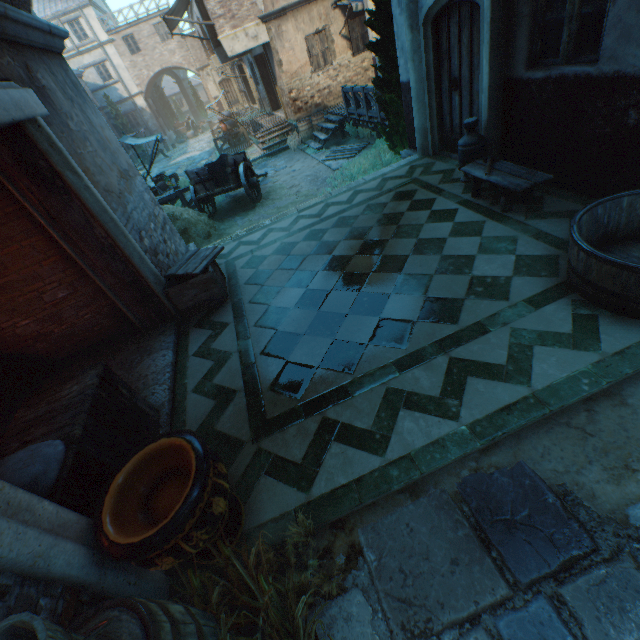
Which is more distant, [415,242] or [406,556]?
[415,242]

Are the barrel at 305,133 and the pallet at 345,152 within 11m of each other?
yes

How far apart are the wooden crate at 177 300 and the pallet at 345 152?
A: 8.7 meters

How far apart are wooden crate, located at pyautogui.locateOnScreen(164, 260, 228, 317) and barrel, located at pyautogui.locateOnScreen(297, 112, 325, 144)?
12.6 meters

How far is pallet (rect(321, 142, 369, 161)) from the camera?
12.2m

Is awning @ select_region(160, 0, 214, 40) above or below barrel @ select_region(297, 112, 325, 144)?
above

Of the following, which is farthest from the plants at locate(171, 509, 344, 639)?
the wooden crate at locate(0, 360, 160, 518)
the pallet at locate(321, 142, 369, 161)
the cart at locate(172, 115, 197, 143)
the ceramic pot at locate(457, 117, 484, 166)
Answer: the cart at locate(172, 115, 197, 143)

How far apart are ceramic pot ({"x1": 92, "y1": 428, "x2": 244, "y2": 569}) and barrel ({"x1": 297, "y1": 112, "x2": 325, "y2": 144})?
16.1 meters
